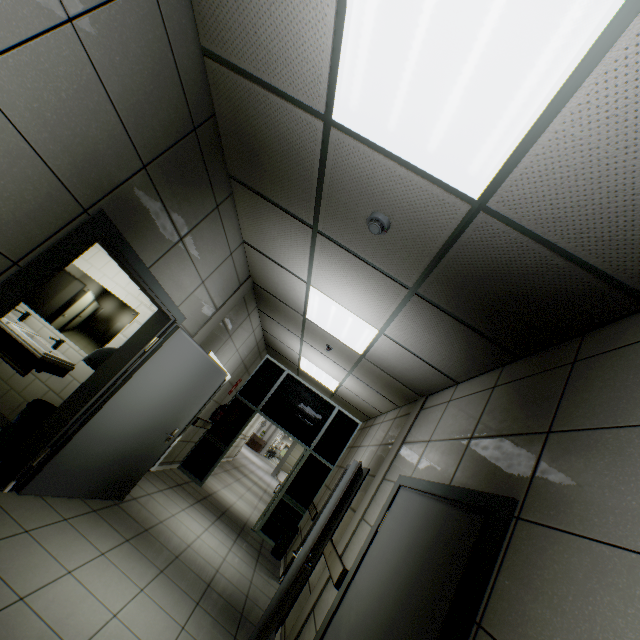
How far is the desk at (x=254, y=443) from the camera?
28.4 meters

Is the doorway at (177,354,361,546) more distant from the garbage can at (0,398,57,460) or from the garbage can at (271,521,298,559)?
the garbage can at (0,398,57,460)

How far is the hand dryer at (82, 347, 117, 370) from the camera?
3.35m

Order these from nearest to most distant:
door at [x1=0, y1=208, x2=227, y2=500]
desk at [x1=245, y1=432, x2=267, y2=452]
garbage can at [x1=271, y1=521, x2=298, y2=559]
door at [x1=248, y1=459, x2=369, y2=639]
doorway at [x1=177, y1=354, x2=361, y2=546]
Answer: door at [x1=0, y1=208, x2=227, y2=500], door at [x1=248, y1=459, x2=369, y2=639], garbage can at [x1=271, y1=521, x2=298, y2=559], doorway at [x1=177, y1=354, x2=361, y2=546], desk at [x1=245, y1=432, x2=267, y2=452]

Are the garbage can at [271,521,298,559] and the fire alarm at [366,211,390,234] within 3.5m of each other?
no

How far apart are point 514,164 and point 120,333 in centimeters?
468cm

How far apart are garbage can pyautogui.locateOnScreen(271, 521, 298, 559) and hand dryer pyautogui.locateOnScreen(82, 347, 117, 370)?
5.1 meters

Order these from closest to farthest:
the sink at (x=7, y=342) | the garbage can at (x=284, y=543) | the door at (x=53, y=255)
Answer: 1. the door at (x=53, y=255)
2. the sink at (x=7, y=342)
3. the garbage can at (x=284, y=543)
